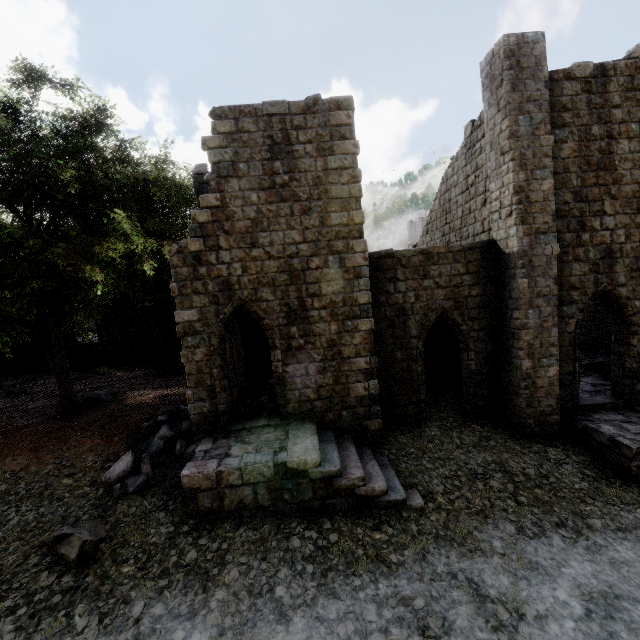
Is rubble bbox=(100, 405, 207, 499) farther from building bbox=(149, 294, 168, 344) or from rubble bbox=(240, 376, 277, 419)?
rubble bbox=(240, 376, 277, 419)

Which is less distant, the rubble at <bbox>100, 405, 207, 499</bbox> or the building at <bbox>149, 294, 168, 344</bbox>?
the rubble at <bbox>100, 405, 207, 499</bbox>

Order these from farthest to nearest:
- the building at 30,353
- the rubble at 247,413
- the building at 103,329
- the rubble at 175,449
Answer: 1. the building at 103,329
2. the building at 30,353
3. the rubble at 247,413
4. the rubble at 175,449

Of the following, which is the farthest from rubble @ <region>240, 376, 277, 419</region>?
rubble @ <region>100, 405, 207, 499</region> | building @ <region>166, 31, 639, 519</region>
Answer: rubble @ <region>100, 405, 207, 499</region>

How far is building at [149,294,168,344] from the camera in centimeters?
2273cm

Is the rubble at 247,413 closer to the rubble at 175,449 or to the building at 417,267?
the building at 417,267

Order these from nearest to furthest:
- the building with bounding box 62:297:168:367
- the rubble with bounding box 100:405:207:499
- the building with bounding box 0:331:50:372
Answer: the rubble with bounding box 100:405:207:499, the building with bounding box 0:331:50:372, the building with bounding box 62:297:168:367

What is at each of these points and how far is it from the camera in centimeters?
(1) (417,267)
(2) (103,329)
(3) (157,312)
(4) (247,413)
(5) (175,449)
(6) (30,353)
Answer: (1) building, 1128cm
(2) building, 2281cm
(3) building, 2283cm
(4) rubble, 1089cm
(5) rubble, 962cm
(6) building, 2231cm
